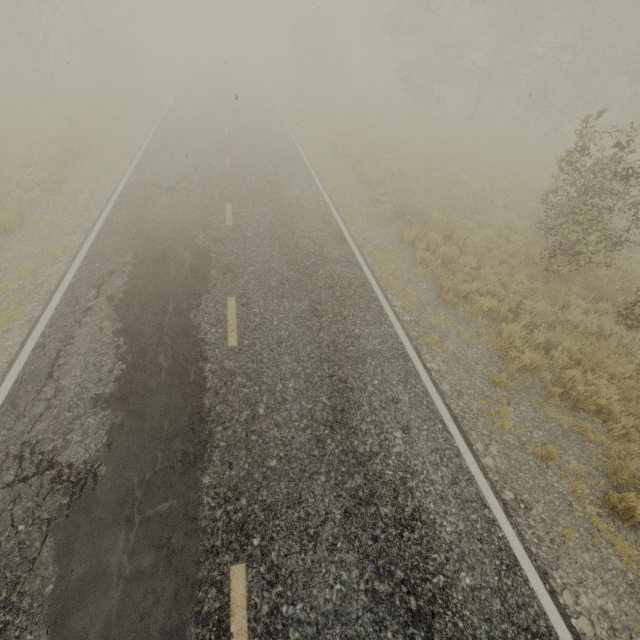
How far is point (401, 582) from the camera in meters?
3.8 m

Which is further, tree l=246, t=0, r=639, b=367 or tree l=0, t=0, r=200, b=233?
tree l=0, t=0, r=200, b=233

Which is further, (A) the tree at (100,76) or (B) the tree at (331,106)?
(A) the tree at (100,76)
